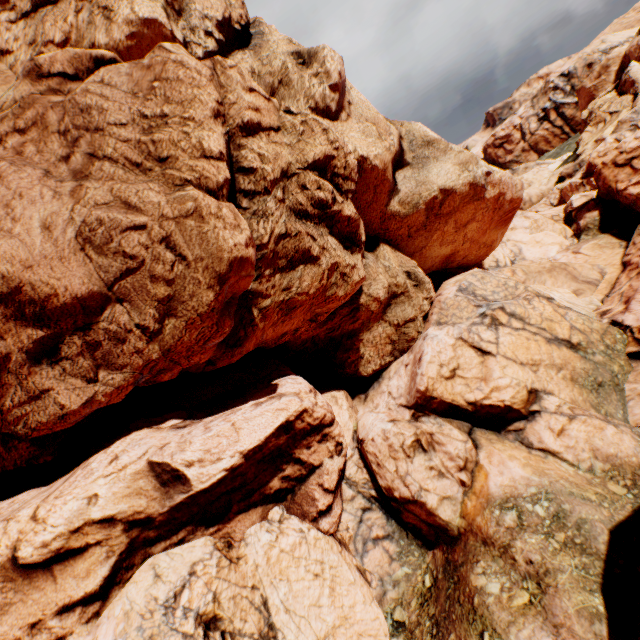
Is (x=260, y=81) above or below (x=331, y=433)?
above
